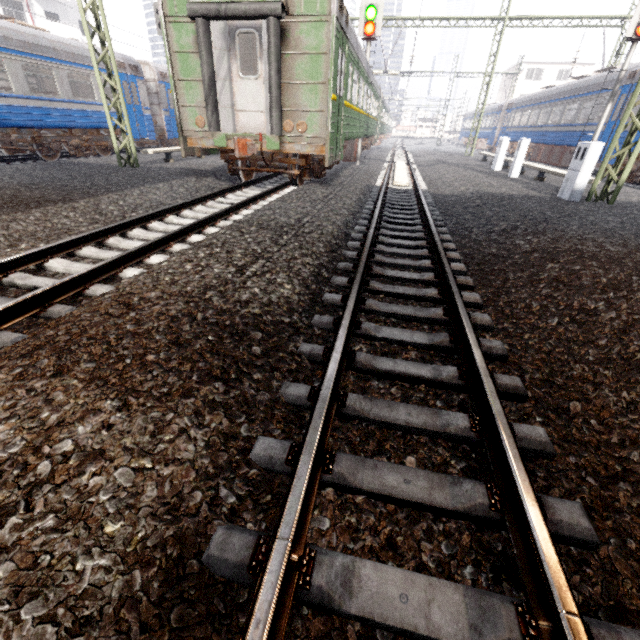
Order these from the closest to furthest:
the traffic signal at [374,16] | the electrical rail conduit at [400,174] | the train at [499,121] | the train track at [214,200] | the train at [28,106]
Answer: the train track at [214,200]
the train at [28,106]
the electrical rail conduit at [400,174]
the traffic signal at [374,16]
the train at [499,121]

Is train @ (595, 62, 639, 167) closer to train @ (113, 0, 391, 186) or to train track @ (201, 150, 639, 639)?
train track @ (201, 150, 639, 639)

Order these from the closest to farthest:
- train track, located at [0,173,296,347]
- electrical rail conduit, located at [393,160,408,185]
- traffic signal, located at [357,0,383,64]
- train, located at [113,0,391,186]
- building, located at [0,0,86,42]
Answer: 1. train track, located at [0,173,296,347]
2. train, located at [113,0,391,186]
3. electrical rail conduit, located at [393,160,408,185]
4. traffic signal, located at [357,0,383,64]
5. building, located at [0,0,86,42]

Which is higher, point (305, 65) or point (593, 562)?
point (305, 65)

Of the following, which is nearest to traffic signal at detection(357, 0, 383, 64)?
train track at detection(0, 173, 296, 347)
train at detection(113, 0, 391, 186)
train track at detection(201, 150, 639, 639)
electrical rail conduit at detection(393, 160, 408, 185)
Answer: train at detection(113, 0, 391, 186)

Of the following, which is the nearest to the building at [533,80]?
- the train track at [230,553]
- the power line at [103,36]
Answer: the train track at [230,553]

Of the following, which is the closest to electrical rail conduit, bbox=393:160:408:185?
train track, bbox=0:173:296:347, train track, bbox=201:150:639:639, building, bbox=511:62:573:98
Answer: train track, bbox=201:150:639:639

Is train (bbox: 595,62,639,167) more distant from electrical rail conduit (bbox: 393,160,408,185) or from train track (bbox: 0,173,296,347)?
train track (bbox: 0,173,296,347)
